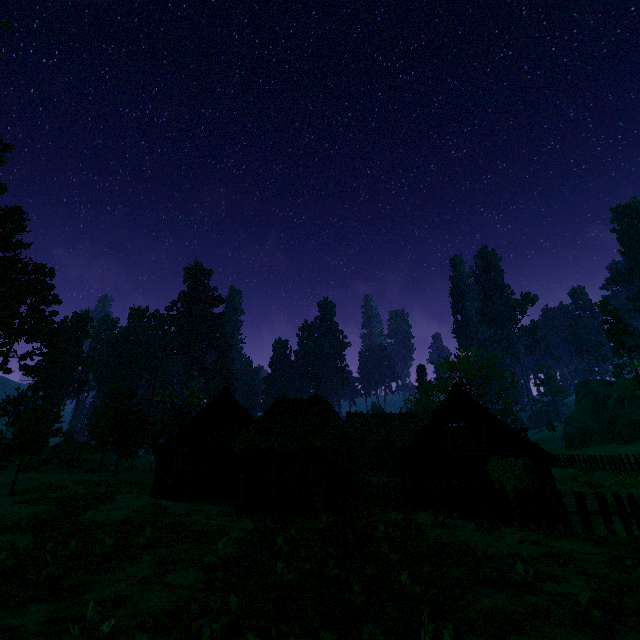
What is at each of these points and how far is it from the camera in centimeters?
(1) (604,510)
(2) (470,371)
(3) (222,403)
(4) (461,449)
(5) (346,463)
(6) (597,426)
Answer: (1) fence, 1069cm
(2) treerock, 5216cm
(3) building, 2544cm
(4) building, 2062cm
(5) treerock, 965cm
(6) rock, 5175cm

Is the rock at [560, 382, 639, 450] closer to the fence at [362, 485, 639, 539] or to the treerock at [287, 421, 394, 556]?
the treerock at [287, 421, 394, 556]

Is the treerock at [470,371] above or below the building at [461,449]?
above

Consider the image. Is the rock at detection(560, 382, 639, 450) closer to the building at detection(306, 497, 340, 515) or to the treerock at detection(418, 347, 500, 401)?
the treerock at detection(418, 347, 500, 401)

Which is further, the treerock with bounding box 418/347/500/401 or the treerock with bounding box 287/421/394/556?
the treerock with bounding box 418/347/500/401

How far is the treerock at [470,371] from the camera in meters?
46.3 m

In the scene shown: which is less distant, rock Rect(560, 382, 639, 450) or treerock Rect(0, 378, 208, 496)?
treerock Rect(0, 378, 208, 496)
